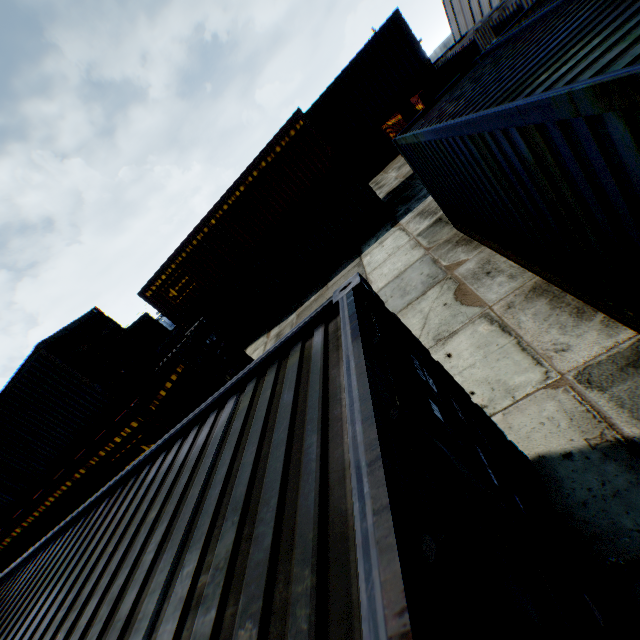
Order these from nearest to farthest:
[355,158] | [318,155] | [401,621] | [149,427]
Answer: [401,621] → [149,427] → [318,155] → [355,158]
